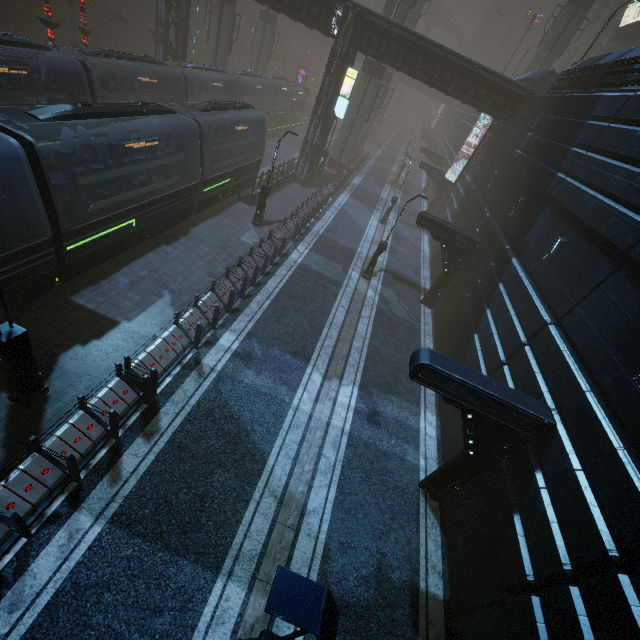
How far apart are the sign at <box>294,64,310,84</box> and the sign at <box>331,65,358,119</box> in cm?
3973

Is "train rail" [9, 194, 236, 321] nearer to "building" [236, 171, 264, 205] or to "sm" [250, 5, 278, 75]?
"building" [236, 171, 264, 205]

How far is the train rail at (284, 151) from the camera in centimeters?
3197cm

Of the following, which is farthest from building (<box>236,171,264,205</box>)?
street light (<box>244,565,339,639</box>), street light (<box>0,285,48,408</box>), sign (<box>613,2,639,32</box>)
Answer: street light (<box>244,565,339,639</box>)

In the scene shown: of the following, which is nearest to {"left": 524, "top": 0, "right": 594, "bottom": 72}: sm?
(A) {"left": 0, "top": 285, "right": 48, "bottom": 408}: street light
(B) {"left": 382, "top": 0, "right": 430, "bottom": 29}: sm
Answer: (B) {"left": 382, "top": 0, "right": 430, "bottom": 29}: sm

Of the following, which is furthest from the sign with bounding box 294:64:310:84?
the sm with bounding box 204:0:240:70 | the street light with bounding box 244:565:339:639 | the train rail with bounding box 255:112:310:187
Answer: the street light with bounding box 244:565:339:639

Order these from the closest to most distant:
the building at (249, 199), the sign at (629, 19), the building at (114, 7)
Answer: the building at (249, 199), the building at (114, 7), the sign at (629, 19)

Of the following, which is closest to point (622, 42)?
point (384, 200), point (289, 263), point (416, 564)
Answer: point (384, 200)
